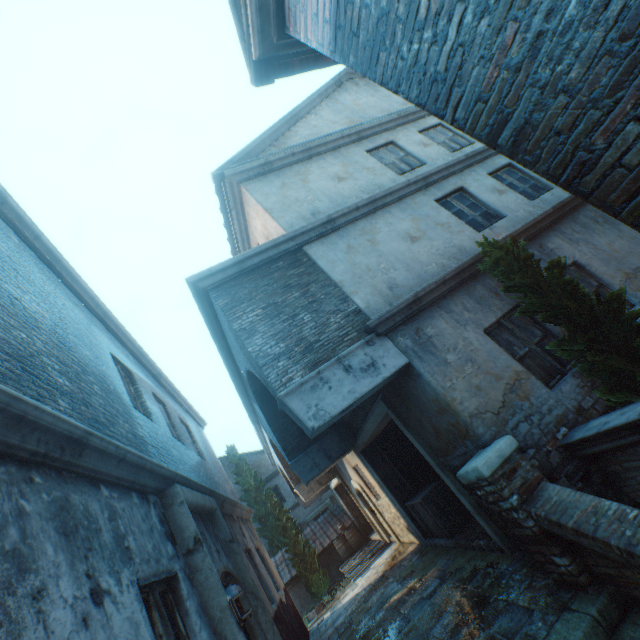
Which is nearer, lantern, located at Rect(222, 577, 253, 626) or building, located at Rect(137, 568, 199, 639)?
building, located at Rect(137, 568, 199, 639)

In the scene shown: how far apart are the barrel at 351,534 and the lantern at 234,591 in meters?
15.0

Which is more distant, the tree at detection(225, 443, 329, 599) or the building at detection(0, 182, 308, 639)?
the tree at detection(225, 443, 329, 599)

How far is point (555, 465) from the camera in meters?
4.4

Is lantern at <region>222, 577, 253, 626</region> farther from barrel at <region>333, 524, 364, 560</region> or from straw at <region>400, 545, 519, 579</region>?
barrel at <region>333, 524, 364, 560</region>

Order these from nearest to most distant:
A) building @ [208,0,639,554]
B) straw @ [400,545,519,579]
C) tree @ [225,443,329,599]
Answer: building @ [208,0,639,554] → straw @ [400,545,519,579] → tree @ [225,443,329,599]

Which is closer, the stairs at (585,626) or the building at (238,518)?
the building at (238,518)

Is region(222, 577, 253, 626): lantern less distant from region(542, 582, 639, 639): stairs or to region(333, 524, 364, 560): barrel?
region(542, 582, 639, 639): stairs
